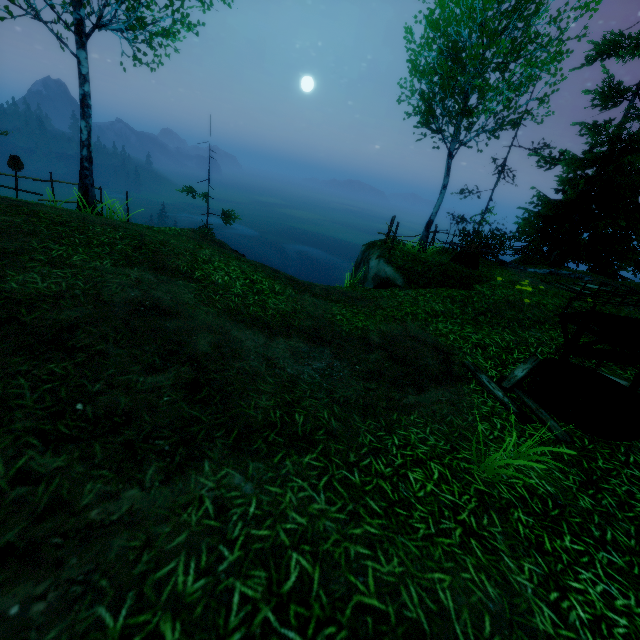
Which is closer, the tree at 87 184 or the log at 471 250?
the tree at 87 184

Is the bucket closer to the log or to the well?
the well

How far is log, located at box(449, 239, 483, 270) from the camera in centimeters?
1226cm

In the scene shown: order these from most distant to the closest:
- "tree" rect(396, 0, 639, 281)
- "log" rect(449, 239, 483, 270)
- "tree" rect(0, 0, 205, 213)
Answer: "log" rect(449, 239, 483, 270) → "tree" rect(396, 0, 639, 281) → "tree" rect(0, 0, 205, 213)

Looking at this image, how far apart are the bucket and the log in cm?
763

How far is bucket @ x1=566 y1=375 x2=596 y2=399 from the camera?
5.1m

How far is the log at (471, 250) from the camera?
12.3m

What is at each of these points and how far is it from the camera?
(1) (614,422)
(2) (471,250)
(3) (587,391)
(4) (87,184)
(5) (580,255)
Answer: (1) well, 4.6m
(2) log, 12.3m
(3) bucket, 5.4m
(4) tree, 10.0m
(5) tree, 13.8m
